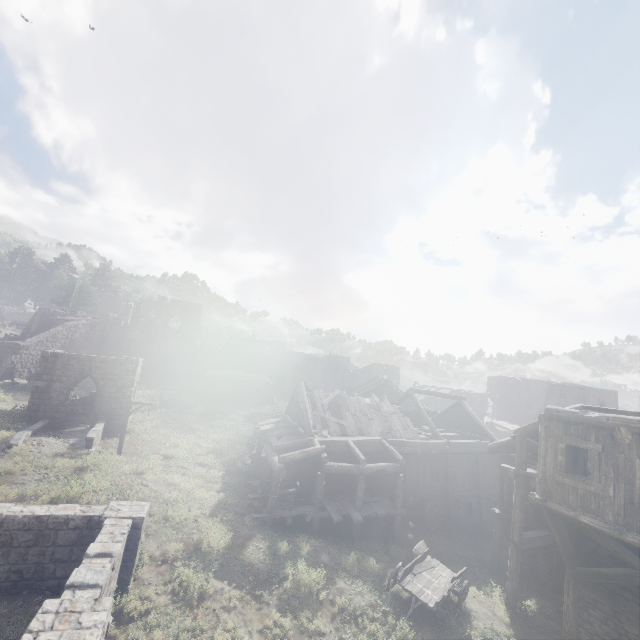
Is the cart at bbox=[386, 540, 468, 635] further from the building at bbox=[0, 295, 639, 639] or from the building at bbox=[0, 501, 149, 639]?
the building at bbox=[0, 501, 149, 639]

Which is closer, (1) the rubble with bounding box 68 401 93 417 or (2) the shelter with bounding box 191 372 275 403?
(1) the rubble with bounding box 68 401 93 417

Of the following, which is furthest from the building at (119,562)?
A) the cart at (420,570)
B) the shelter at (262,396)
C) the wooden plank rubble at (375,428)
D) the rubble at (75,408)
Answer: the shelter at (262,396)

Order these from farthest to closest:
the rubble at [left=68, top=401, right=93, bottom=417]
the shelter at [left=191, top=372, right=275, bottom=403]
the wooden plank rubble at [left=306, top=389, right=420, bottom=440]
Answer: the shelter at [left=191, top=372, right=275, bottom=403] < the rubble at [left=68, top=401, right=93, bottom=417] < the wooden plank rubble at [left=306, top=389, right=420, bottom=440]

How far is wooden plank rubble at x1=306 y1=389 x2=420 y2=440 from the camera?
20.83m

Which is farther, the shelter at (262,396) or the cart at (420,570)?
the shelter at (262,396)

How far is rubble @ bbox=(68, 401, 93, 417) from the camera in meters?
26.1 m

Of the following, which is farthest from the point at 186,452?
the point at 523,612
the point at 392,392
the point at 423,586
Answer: the point at 392,392
